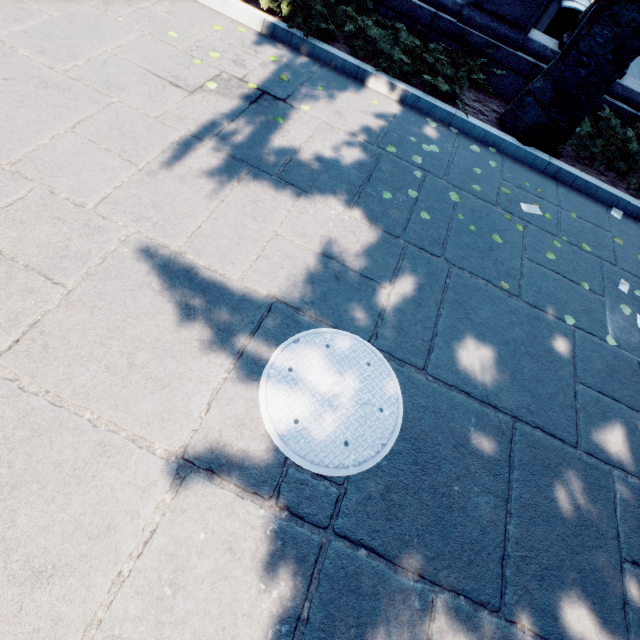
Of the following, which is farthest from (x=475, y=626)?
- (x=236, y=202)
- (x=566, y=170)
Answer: (x=566, y=170)

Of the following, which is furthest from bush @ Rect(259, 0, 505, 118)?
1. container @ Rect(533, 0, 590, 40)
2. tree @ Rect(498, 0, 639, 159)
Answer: container @ Rect(533, 0, 590, 40)

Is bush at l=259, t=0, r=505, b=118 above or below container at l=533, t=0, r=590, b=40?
below

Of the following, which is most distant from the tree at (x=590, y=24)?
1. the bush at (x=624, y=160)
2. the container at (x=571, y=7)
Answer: the container at (x=571, y=7)

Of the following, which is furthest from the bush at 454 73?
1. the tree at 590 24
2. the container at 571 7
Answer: the container at 571 7

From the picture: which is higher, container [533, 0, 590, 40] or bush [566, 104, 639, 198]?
container [533, 0, 590, 40]

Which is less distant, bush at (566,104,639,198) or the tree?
the tree

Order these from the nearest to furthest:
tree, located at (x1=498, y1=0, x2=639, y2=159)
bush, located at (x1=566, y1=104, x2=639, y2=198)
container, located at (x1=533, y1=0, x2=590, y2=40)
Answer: tree, located at (x1=498, y1=0, x2=639, y2=159)
bush, located at (x1=566, y1=104, x2=639, y2=198)
container, located at (x1=533, y1=0, x2=590, y2=40)
